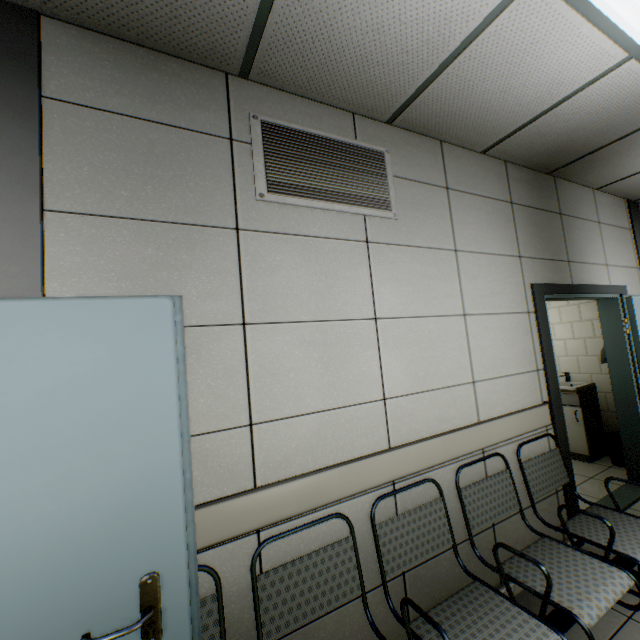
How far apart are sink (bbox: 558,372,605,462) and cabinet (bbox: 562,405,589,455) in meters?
0.0

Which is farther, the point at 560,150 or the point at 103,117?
the point at 560,150

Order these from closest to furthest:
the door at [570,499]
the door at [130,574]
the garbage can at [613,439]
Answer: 1. the door at [130,574]
2. the door at [570,499]
3. the garbage can at [613,439]

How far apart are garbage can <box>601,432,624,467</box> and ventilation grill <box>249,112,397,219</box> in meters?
4.3

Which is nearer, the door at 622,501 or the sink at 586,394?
the door at 622,501

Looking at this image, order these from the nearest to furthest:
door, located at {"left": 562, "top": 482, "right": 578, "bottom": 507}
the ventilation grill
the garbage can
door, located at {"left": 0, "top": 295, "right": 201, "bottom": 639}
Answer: door, located at {"left": 0, "top": 295, "right": 201, "bottom": 639}, the ventilation grill, door, located at {"left": 562, "top": 482, "right": 578, "bottom": 507}, the garbage can

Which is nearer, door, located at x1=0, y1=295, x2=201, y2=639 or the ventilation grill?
door, located at x1=0, y1=295, x2=201, y2=639

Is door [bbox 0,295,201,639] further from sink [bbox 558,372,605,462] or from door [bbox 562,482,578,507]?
sink [bbox 558,372,605,462]
